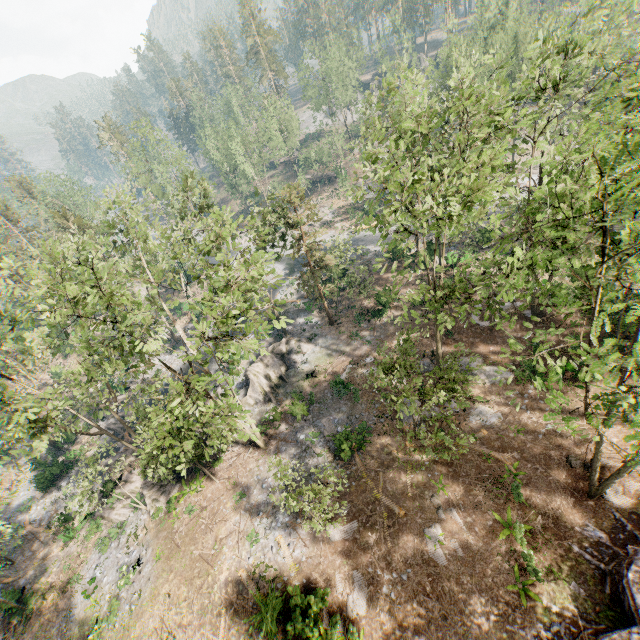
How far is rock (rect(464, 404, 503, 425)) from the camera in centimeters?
2181cm

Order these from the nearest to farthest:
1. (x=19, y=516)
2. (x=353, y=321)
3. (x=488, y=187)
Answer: (x=488, y=187)
(x=19, y=516)
(x=353, y=321)

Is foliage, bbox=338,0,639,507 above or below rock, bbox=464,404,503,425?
above

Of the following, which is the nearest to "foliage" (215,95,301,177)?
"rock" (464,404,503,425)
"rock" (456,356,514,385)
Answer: "rock" (456,356,514,385)

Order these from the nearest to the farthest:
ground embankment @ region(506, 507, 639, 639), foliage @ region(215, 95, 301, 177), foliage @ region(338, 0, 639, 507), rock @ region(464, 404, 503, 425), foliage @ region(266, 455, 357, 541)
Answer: foliage @ region(338, 0, 639, 507) → ground embankment @ region(506, 507, 639, 639) → foliage @ region(266, 455, 357, 541) → rock @ region(464, 404, 503, 425) → foliage @ region(215, 95, 301, 177)

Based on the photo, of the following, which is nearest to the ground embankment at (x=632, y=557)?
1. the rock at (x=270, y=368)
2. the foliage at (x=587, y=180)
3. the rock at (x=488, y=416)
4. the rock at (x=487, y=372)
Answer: the foliage at (x=587, y=180)

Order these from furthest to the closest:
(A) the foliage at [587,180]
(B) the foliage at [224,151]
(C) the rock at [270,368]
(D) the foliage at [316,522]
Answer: (B) the foliage at [224,151] < (C) the rock at [270,368] < (D) the foliage at [316,522] < (A) the foliage at [587,180]

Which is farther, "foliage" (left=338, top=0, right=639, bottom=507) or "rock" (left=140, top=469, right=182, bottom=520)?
"rock" (left=140, top=469, right=182, bottom=520)
